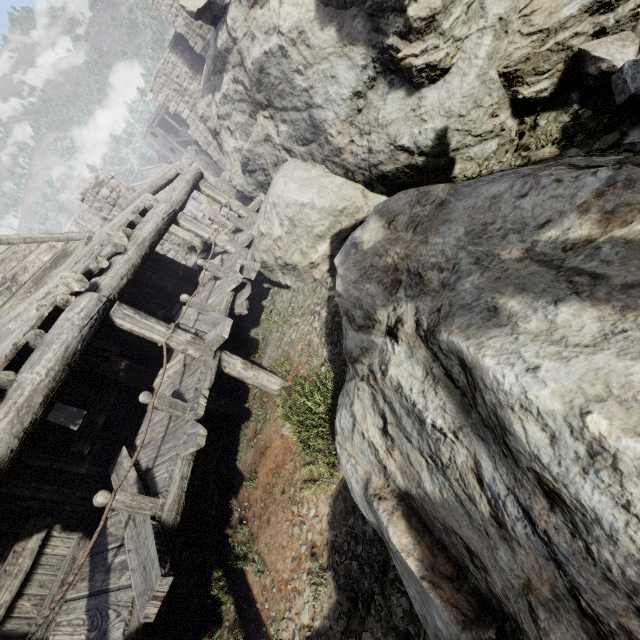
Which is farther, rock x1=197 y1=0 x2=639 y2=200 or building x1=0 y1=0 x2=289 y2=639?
rock x1=197 y1=0 x2=639 y2=200

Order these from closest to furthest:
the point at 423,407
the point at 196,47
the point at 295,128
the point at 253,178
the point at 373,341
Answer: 1. the point at 423,407
2. the point at 373,341
3. the point at 295,128
4. the point at 253,178
5. the point at 196,47

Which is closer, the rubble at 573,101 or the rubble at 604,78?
the rubble at 604,78

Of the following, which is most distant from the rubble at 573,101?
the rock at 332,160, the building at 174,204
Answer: the building at 174,204

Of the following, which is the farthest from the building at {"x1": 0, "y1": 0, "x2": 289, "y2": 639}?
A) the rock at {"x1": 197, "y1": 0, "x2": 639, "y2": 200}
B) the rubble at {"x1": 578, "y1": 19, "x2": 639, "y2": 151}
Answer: the rubble at {"x1": 578, "y1": 19, "x2": 639, "y2": 151}

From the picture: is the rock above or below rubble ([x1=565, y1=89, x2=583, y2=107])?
above

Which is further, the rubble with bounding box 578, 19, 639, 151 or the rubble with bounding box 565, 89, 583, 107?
the rubble with bounding box 565, 89, 583, 107

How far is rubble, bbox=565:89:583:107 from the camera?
5.1 meters
